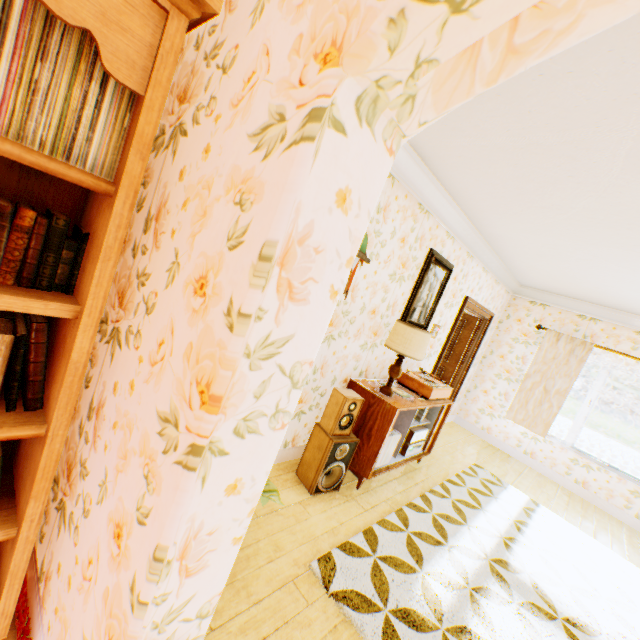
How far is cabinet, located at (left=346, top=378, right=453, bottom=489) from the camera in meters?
3.2

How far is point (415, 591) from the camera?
2.3m

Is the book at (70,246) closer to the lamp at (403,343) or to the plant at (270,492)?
the plant at (270,492)

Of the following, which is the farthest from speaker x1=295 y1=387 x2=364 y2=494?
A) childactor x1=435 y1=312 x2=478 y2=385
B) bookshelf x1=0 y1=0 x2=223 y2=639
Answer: childactor x1=435 y1=312 x2=478 y2=385

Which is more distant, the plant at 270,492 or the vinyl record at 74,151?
the plant at 270,492

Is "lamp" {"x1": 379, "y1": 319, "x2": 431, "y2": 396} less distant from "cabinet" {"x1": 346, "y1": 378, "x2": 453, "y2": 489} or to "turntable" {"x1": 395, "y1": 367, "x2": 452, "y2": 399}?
"cabinet" {"x1": 346, "y1": 378, "x2": 453, "y2": 489}

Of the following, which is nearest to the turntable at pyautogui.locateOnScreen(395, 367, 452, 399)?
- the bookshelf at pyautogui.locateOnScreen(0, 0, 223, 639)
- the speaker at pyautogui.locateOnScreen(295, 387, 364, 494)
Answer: the speaker at pyautogui.locateOnScreen(295, 387, 364, 494)

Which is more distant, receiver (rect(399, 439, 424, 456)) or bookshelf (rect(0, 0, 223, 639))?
receiver (rect(399, 439, 424, 456))
